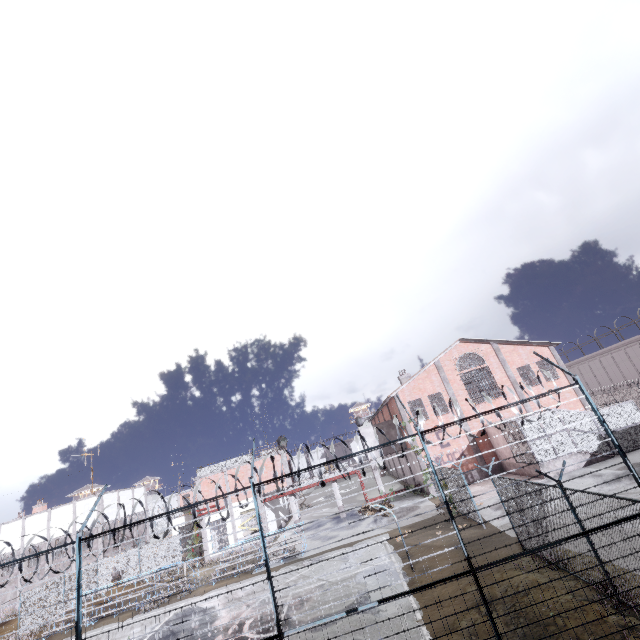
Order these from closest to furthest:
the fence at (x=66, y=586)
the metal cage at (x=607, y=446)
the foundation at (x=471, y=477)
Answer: the fence at (x=66, y=586), the metal cage at (x=607, y=446), the foundation at (x=471, y=477)

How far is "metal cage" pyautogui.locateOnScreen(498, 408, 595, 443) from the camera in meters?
23.1

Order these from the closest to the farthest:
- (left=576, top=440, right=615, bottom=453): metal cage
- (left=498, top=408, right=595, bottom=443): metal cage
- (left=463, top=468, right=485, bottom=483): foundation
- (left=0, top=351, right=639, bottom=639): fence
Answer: (left=0, top=351, right=639, bottom=639): fence, (left=576, top=440, right=615, bottom=453): metal cage, (left=498, top=408, right=595, bottom=443): metal cage, (left=463, top=468, right=485, bottom=483): foundation

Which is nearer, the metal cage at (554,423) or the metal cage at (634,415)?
the metal cage at (634,415)

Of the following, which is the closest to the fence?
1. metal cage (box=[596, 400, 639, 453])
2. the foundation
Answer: the foundation

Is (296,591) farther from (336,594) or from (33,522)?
(33,522)
